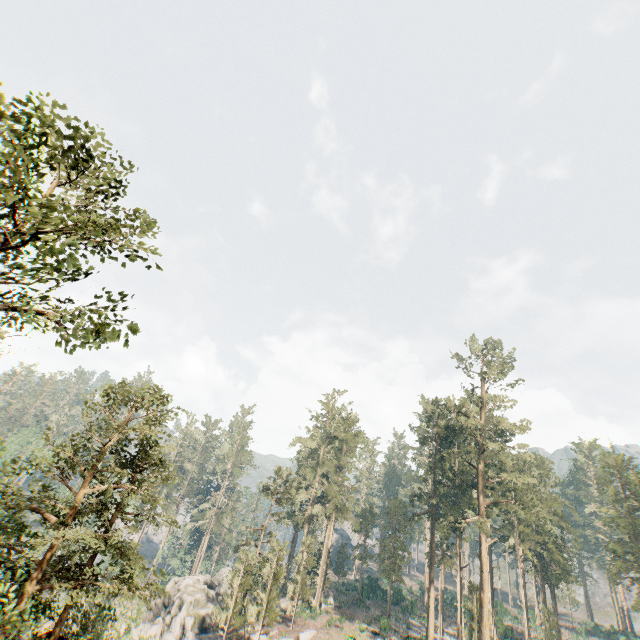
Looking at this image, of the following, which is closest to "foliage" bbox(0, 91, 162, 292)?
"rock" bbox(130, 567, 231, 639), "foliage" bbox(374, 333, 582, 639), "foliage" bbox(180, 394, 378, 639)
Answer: "foliage" bbox(374, 333, 582, 639)

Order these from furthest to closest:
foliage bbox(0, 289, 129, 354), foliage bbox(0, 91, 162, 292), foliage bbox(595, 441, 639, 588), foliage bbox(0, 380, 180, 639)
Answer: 1. foliage bbox(595, 441, 639, 588)
2. foliage bbox(0, 380, 180, 639)
3. foliage bbox(0, 289, 129, 354)
4. foliage bbox(0, 91, 162, 292)

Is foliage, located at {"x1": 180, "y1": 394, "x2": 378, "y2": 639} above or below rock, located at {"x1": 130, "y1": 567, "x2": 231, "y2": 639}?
above

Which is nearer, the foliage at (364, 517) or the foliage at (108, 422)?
the foliage at (108, 422)

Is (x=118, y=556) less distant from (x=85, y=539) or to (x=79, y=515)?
(x=85, y=539)

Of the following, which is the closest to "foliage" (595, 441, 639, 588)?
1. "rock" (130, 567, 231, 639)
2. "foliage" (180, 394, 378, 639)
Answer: "foliage" (180, 394, 378, 639)

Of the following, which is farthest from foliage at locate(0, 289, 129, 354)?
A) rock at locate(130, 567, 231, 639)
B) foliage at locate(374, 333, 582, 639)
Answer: rock at locate(130, 567, 231, 639)

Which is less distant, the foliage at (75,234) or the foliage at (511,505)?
the foliage at (75,234)
